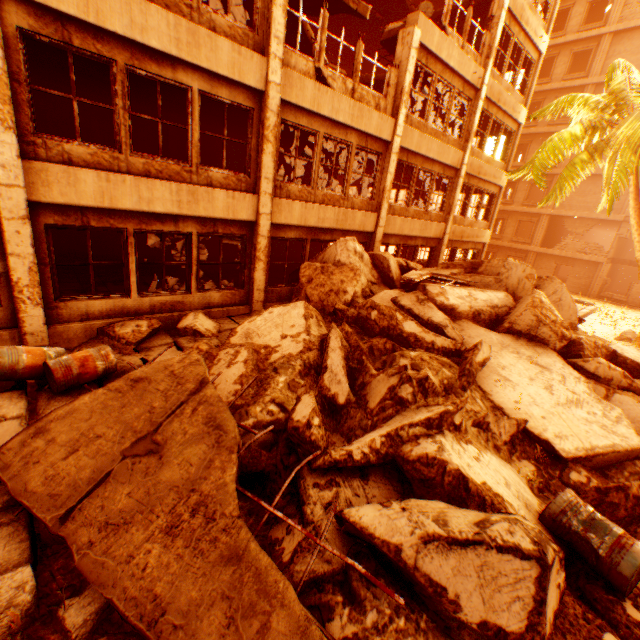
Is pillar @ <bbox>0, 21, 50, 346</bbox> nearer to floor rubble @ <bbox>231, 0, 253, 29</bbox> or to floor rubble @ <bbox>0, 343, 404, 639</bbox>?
floor rubble @ <bbox>231, 0, 253, 29</bbox>

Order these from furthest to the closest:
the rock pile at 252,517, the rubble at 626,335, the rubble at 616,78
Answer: the rubble at 626,335 < the rubble at 616,78 < the rock pile at 252,517

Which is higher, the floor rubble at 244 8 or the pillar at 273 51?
the floor rubble at 244 8

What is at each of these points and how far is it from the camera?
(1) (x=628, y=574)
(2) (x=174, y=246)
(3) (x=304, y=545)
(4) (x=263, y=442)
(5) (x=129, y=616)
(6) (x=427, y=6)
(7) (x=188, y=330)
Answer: (1) metal barrel, 3.07m
(2) pillar, 14.30m
(3) rock pile, 3.05m
(4) concrete curb, 4.39m
(5) floor rubble, 2.27m
(6) metal barrel, 10.66m
(7) rock pile, 7.59m

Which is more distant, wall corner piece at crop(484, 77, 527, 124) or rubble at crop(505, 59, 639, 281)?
wall corner piece at crop(484, 77, 527, 124)

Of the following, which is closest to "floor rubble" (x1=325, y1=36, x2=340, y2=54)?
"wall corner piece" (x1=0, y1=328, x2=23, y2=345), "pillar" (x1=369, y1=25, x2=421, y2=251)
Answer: "pillar" (x1=369, y1=25, x2=421, y2=251)

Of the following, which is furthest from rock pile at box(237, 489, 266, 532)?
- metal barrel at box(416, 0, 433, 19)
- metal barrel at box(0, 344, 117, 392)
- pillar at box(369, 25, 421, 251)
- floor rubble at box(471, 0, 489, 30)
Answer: floor rubble at box(471, 0, 489, 30)

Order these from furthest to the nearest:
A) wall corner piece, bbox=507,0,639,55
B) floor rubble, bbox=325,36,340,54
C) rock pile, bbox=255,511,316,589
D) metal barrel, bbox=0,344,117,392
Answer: floor rubble, bbox=325,36,340,54 → wall corner piece, bbox=507,0,639,55 → metal barrel, bbox=0,344,117,392 → rock pile, bbox=255,511,316,589
